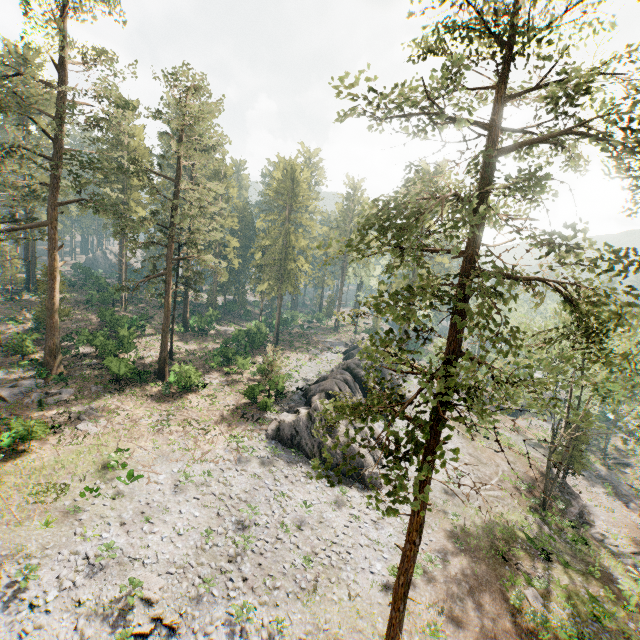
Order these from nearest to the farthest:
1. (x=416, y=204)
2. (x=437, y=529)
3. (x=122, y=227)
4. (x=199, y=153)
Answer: (x=437, y=529) → (x=122, y=227) → (x=199, y=153) → (x=416, y=204)

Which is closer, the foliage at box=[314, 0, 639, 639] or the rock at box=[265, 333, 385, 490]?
the foliage at box=[314, 0, 639, 639]

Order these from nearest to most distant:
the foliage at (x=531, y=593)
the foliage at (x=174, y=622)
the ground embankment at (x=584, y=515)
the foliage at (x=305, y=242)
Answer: the foliage at (x=174, y=622) < the foliage at (x=531, y=593) < the ground embankment at (x=584, y=515) < the foliage at (x=305, y=242)

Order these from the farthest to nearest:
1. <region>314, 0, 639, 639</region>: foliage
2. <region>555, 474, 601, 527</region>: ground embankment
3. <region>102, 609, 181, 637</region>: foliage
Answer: <region>555, 474, 601, 527</region>: ground embankment
<region>102, 609, 181, 637</region>: foliage
<region>314, 0, 639, 639</region>: foliage

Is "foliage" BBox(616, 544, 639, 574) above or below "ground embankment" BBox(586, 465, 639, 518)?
above

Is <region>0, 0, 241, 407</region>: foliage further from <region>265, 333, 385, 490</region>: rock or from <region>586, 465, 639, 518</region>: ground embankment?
<region>586, 465, 639, 518</region>: ground embankment

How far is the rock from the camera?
27.2m

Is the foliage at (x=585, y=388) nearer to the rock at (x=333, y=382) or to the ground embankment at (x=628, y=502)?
the rock at (x=333, y=382)
